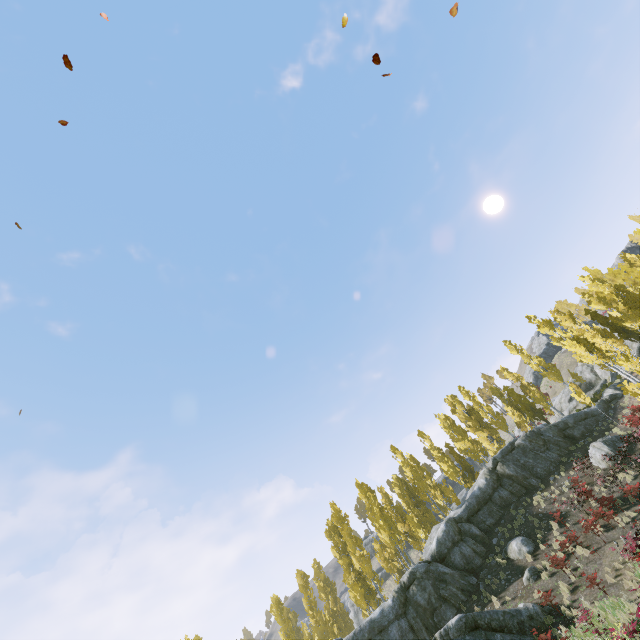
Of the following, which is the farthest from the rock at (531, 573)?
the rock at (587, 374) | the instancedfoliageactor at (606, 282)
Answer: the rock at (587, 374)

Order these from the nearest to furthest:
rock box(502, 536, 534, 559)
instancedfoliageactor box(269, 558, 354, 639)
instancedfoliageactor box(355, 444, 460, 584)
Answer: rock box(502, 536, 534, 559) < instancedfoliageactor box(269, 558, 354, 639) < instancedfoliageactor box(355, 444, 460, 584)

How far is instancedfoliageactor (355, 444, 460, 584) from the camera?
32.0m

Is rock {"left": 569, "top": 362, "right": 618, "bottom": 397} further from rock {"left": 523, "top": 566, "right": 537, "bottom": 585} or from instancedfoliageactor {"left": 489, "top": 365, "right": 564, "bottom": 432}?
rock {"left": 523, "top": 566, "right": 537, "bottom": 585}

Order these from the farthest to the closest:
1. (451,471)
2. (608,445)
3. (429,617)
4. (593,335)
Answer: (451,471) < (593,335) < (608,445) < (429,617)

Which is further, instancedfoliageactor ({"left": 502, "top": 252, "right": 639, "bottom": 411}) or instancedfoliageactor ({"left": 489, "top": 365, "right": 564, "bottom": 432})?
instancedfoliageactor ({"left": 489, "top": 365, "right": 564, "bottom": 432})
